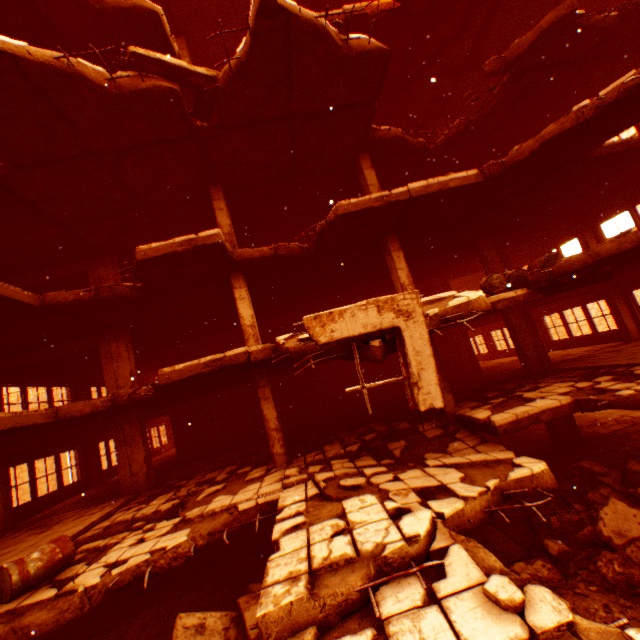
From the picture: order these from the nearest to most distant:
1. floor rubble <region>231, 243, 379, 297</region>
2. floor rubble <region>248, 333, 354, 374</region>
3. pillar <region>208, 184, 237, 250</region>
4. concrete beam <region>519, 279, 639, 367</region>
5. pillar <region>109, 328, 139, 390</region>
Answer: floor rubble <region>248, 333, 354, 374</region> → floor rubble <region>231, 243, 379, 297</region> → pillar <region>208, 184, 237, 250</region> → pillar <region>109, 328, 139, 390</region> → concrete beam <region>519, 279, 639, 367</region>

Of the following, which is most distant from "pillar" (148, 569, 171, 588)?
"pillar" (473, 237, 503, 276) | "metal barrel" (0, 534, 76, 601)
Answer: "pillar" (473, 237, 503, 276)

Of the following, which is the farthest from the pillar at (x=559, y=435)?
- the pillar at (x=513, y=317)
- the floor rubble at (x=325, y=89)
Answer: the floor rubble at (x=325, y=89)

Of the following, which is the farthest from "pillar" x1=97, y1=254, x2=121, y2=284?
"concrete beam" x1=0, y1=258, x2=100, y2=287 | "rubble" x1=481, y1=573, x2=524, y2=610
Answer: "rubble" x1=481, y1=573, x2=524, y2=610

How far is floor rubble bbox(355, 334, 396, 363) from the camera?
4.6 meters

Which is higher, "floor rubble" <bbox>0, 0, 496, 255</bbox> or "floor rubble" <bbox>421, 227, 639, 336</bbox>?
"floor rubble" <bbox>0, 0, 496, 255</bbox>

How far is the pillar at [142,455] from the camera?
10.9m

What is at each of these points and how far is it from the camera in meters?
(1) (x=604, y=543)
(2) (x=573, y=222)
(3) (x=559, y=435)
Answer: (1) rock pile, 6.0
(2) concrete beam, 13.9
(3) pillar, 12.0
